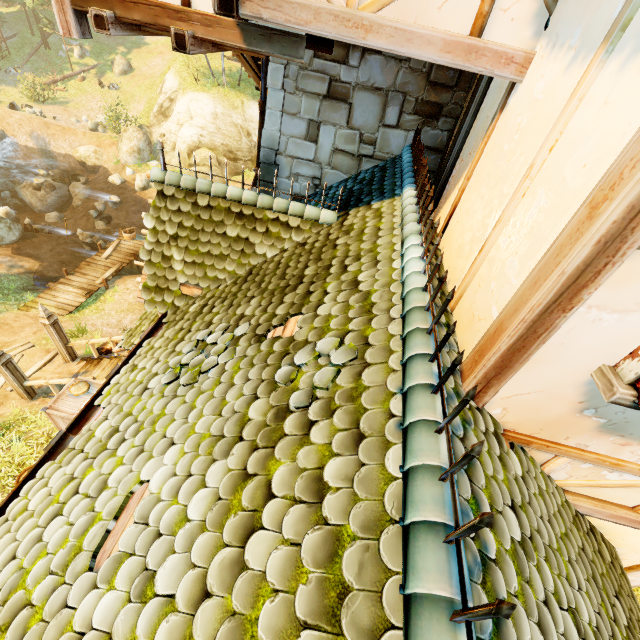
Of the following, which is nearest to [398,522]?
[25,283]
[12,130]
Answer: [25,283]

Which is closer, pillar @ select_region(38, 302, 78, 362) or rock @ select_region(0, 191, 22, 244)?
pillar @ select_region(38, 302, 78, 362)

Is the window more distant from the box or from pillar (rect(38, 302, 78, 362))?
pillar (rect(38, 302, 78, 362))

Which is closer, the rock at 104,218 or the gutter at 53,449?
the gutter at 53,449

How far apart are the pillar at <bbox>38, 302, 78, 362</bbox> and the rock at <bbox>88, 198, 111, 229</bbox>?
14.0m

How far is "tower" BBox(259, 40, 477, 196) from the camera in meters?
5.6 m

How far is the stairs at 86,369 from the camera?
10.0 meters

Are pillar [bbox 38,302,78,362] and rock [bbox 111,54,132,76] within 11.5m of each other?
no
